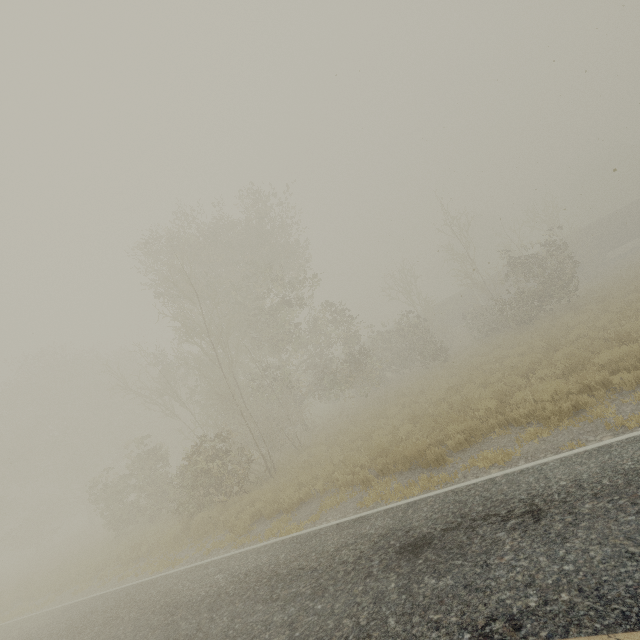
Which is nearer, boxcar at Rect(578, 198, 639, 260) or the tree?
the tree

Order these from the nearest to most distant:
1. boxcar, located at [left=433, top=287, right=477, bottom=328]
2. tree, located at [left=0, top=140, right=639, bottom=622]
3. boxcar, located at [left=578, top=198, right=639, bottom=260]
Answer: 1. tree, located at [left=0, top=140, right=639, bottom=622]
2. boxcar, located at [left=578, top=198, right=639, bottom=260]
3. boxcar, located at [left=433, top=287, right=477, bottom=328]

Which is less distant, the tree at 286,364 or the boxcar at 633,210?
the tree at 286,364

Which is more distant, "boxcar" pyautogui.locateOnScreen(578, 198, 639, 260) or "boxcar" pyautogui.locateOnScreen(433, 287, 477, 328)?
"boxcar" pyautogui.locateOnScreen(433, 287, 477, 328)

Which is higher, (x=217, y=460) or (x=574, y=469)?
(x=217, y=460)

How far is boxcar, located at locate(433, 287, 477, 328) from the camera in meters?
40.9 m
